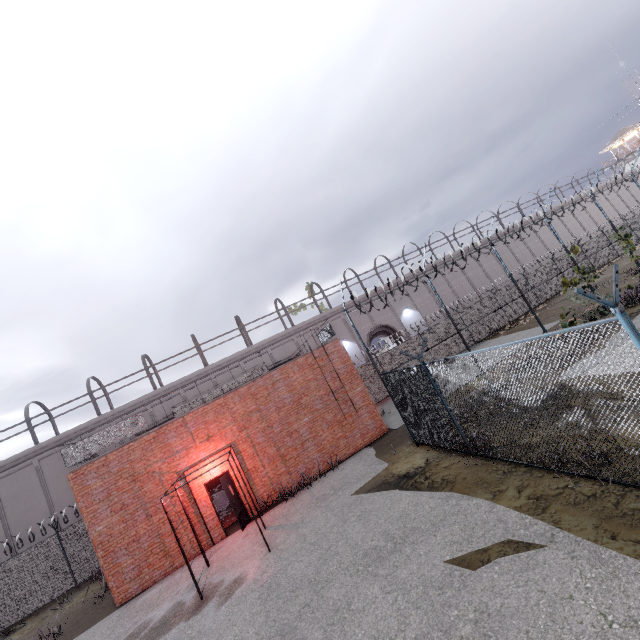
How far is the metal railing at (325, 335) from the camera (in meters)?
16.18

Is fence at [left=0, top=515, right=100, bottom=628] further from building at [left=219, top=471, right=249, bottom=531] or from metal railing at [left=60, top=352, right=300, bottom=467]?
building at [left=219, top=471, right=249, bottom=531]

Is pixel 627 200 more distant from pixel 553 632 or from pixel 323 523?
pixel 553 632

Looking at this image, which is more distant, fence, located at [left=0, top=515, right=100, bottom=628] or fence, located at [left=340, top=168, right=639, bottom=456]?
fence, located at [left=0, top=515, right=100, bottom=628]

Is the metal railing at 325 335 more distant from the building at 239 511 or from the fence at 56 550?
the building at 239 511

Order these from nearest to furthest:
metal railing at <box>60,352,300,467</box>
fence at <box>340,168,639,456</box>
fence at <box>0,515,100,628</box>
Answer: fence at <box>340,168,639,456</box>, metal railing at <box>60,352,300,467</box>, fence at <box>0,515,100,628</box>

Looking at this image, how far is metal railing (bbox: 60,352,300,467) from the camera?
12.2 meters
